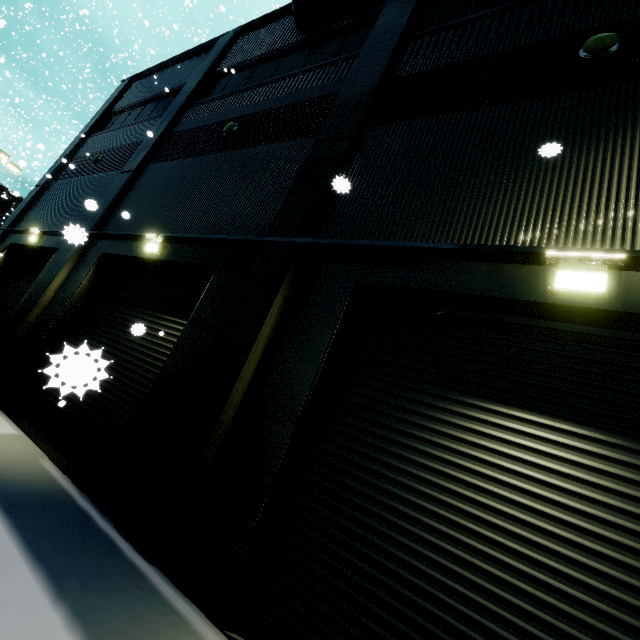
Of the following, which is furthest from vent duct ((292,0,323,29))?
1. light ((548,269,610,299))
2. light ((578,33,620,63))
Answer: light ((548,269,610,299))

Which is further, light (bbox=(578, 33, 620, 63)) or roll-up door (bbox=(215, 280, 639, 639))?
light (bbox=(578, 33, 620, 63))

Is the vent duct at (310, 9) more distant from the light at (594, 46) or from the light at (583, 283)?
the light at (583, 283)

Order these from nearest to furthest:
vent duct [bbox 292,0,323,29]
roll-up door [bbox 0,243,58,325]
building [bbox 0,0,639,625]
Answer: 1. building [bbox 0,0,639,625]
2. vent duct [bbox 292,0,323,29]
3. roll-up door [bbox 0,243,58,325]

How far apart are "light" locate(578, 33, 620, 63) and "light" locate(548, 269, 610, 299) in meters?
3.7

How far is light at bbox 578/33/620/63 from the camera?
4.6 meters

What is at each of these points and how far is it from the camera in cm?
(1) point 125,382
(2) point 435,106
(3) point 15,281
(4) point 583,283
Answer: (1) roll-up door, 655
(2) building, 581
(3) roll-up door, 1197
(4) light, 331

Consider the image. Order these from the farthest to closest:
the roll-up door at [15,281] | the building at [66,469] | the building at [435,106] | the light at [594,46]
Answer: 1. the roll-up door at [15,281]
2. the building at [66,469]
3. the light at [594,46]
4. the building at [435,106]
